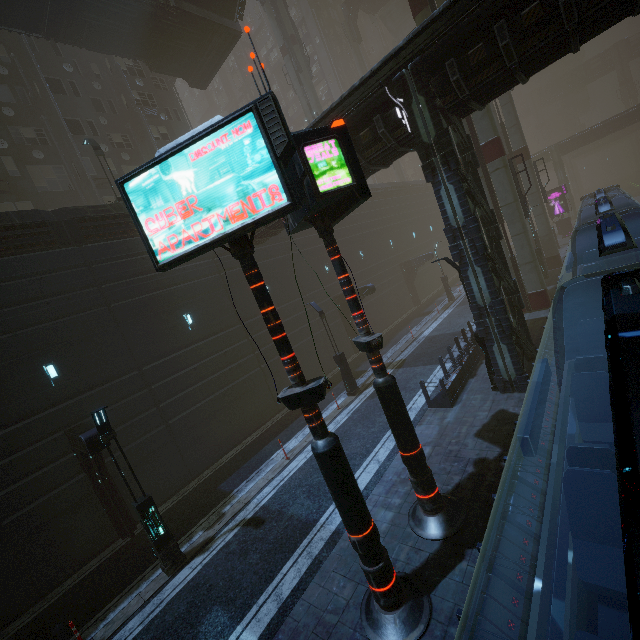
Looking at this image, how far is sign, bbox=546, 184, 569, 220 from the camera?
37.9 meters

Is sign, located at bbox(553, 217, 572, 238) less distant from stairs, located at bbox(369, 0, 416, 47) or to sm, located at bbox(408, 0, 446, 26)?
sm, located at bbox(408, 0, 446, 26)

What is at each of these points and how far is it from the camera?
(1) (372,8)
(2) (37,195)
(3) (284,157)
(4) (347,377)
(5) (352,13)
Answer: (1) bridge, 48.50m
(2) building, 21.28m
(3) sign, 4.53m
(4) street light, 17.47m
(5) building structure, 45.22m

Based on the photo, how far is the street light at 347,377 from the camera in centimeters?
1734cm

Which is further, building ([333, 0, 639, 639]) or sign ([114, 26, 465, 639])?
building ([333, 0, 639, 639])

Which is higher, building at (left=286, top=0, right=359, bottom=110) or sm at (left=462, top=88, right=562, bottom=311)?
building at (left=286, top=0, right=359, bottom=110)

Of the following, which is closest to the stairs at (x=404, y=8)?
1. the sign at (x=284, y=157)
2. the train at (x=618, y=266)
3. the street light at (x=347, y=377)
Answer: the train at (x=618, y=266)

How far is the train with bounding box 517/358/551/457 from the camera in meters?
3.4 m
